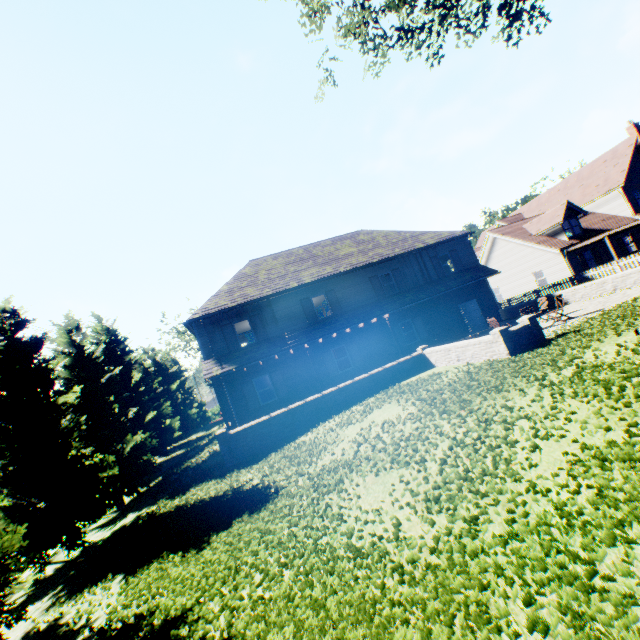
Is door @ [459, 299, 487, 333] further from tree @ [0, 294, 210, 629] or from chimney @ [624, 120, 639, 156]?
chimney @ [624, 120, 639, 156]

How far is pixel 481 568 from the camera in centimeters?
322cm

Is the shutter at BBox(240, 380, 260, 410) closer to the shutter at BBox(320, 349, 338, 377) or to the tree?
the shutter at BBox(320, 349, 338, 377)

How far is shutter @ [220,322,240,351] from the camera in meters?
18.5

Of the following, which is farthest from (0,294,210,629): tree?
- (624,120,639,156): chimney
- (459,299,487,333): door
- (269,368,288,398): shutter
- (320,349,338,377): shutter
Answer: (624,120,639,156): chimney

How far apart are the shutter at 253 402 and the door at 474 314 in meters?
15.0

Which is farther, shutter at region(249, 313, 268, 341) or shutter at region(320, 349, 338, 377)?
shutter at region(320, 349, 338, 377)

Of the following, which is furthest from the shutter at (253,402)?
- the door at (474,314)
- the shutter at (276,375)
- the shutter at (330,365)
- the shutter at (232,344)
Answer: the door at (474,314)
